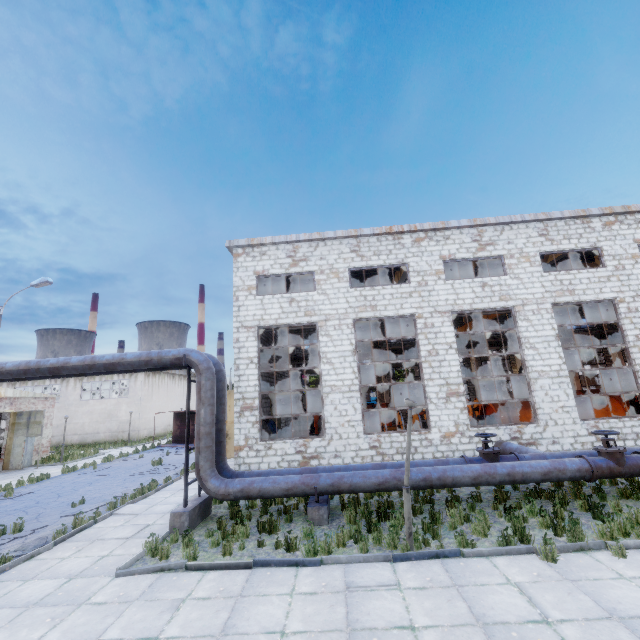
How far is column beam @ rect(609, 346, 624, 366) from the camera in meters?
30.4 m

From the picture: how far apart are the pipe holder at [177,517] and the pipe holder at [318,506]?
3.3 meters

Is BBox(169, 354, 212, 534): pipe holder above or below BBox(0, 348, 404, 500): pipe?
below

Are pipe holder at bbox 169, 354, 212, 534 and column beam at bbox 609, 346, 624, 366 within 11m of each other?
no

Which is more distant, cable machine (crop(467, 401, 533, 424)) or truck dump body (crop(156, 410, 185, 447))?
truck dump body (crop(156, 410, 185, 447))

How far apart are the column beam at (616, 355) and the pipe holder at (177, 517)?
37.44m

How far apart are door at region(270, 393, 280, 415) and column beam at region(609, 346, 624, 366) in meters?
31.9 m

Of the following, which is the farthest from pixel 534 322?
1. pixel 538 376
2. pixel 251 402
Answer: pixel 251 402
